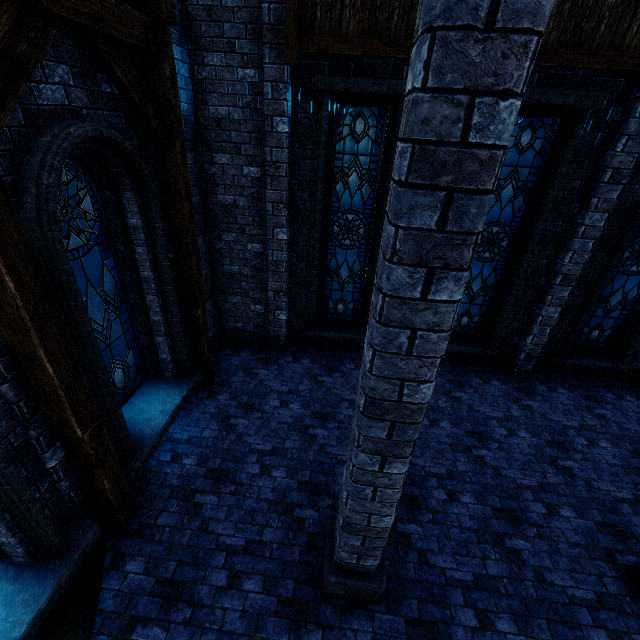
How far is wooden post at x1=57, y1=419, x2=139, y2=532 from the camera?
3.5 meters

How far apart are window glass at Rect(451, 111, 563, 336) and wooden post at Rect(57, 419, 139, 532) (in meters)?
6.74

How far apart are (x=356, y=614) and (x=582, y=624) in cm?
268

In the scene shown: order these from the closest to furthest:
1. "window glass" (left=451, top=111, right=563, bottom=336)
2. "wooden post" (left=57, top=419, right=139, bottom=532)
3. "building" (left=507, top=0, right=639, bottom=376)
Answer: "wooden post" (left=57, top=419, right=139, bottom=532), "building" (left=507, top=0, right=639, bottom=376), "window glass" (left=451, top=111, right=563, bottom=336)

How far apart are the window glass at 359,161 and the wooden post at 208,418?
2.1m

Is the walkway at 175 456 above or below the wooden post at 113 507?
below

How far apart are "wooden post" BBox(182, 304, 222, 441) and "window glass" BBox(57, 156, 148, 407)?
0.76m

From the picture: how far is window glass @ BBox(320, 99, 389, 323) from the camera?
5.9 meters
